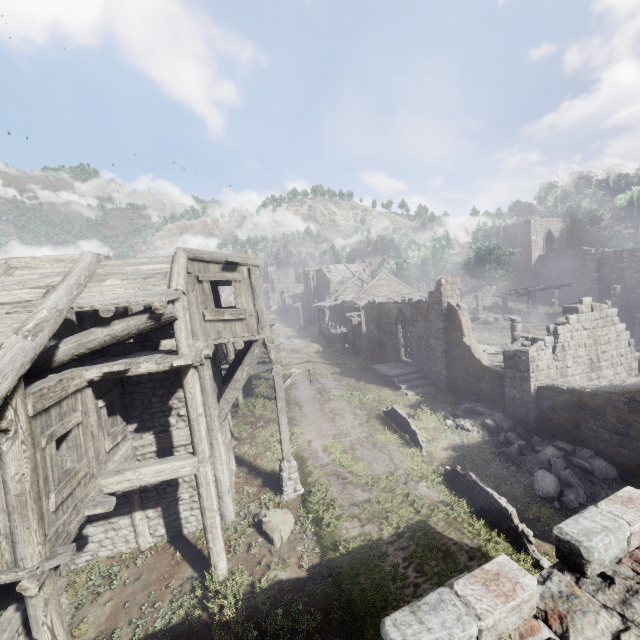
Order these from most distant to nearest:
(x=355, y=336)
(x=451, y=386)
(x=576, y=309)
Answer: (x=355, y=336)
(x=451, y=386)
(x=576, y=309)

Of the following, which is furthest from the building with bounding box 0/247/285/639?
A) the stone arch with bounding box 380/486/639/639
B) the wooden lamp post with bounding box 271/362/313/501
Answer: the stone arch with bounding box 380/486/639/639

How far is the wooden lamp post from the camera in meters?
11.6

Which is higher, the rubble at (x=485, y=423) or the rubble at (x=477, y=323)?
the rubble at (x=477, y=323)

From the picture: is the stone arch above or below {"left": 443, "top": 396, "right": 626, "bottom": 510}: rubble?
above

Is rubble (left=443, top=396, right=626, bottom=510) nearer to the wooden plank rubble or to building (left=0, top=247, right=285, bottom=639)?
building (left=0, top=247, right=285, bottom=639)

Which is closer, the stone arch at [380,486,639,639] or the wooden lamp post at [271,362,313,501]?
the stone arch at [380,486,639,639]

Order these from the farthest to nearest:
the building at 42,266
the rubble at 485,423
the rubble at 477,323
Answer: the rubble at 477,323, the rubble at 485,423, the building at 42,266
